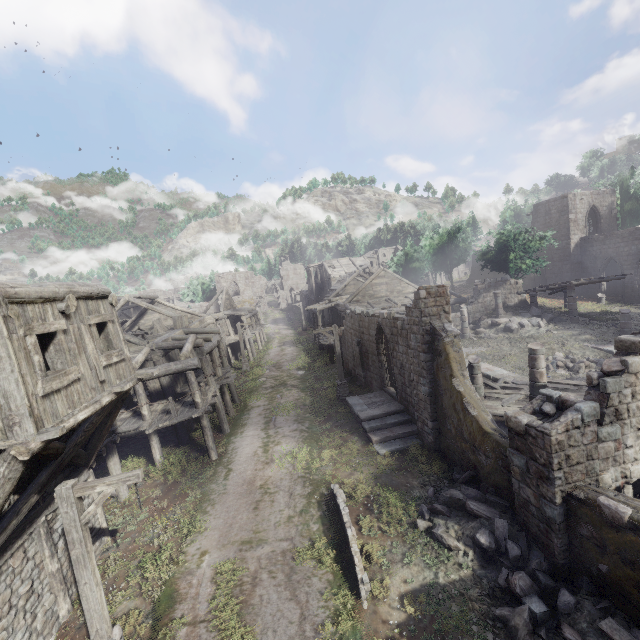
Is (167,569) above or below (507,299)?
below

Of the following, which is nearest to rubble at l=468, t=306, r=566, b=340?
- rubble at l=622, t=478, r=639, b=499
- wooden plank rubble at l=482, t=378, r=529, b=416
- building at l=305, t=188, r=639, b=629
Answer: building at l=305, t=188, r=639, b=629

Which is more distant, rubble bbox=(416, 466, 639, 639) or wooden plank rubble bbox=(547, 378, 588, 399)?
wooden plank rubble bbox=(547, 378, 588, 399)

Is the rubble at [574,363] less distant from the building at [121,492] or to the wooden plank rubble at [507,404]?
the building at [121,492]

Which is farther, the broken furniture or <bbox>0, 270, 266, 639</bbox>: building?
the broken furniture

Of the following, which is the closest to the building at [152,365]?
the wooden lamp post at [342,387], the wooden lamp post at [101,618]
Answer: the wooden lamp post at [101,618]

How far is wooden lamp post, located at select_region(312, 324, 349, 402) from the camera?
19.7m

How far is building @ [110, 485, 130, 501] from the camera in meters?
13.0 m
